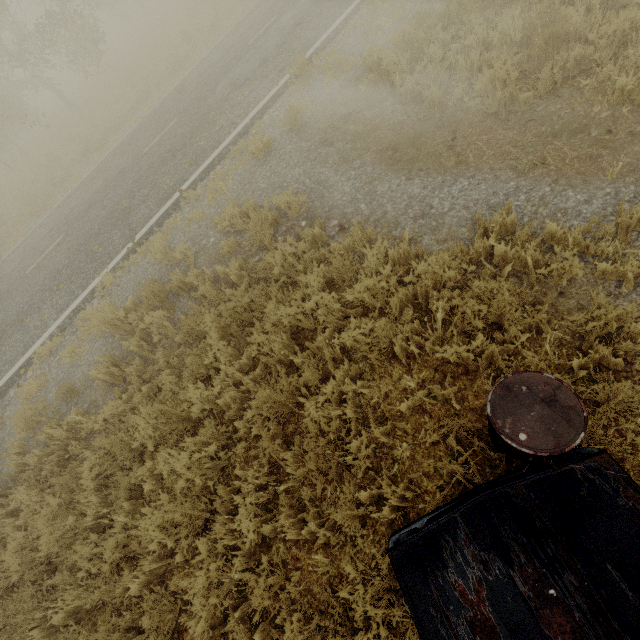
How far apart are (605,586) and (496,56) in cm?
696

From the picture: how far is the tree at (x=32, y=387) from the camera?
5.3 meters

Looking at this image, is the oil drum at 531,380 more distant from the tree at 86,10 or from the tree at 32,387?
the tree at 86,10

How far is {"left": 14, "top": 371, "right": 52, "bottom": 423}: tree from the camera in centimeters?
532cm

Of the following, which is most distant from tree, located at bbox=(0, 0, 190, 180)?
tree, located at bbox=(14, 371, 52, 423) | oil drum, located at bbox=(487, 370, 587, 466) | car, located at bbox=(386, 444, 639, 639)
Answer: car, located at bbox=(386, 444, 639, 639)

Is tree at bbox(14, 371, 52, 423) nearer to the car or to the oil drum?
the oil drum

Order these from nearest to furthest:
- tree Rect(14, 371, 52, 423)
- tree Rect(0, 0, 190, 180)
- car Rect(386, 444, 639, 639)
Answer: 1. car Rect(386, 444, 639, 639)
2. tree Rect(14, 371, 52, 423)
3. tree Rect(0, 0, 190, 180)

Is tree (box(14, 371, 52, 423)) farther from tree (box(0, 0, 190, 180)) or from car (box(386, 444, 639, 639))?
car (box(386, 444, 639, 639))
